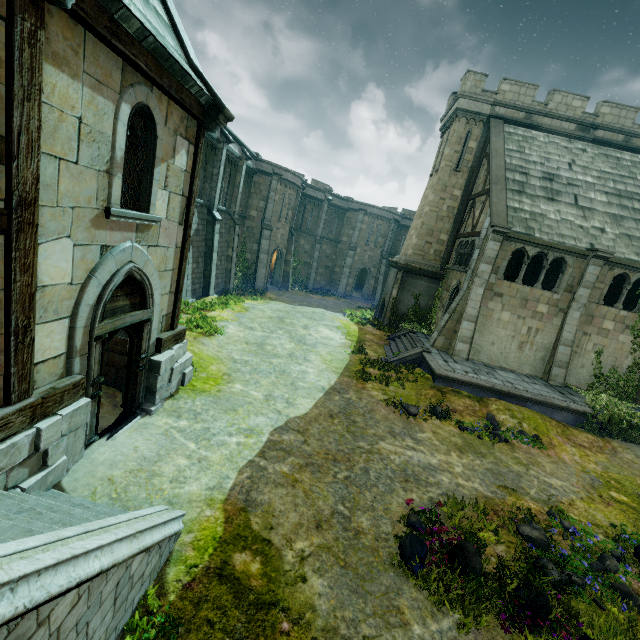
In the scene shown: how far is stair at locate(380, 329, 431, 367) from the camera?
16.3m

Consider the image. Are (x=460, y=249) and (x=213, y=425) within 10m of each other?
no

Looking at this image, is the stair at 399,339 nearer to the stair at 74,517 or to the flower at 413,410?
the flower at 413,410

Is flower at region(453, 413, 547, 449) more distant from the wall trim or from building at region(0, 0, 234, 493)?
building at region(0, 0, 234, 493)

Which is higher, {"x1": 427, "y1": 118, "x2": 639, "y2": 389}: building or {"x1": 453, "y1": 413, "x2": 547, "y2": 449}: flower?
{"x1": 427, "y1": 118, "x2": 639, "y2": 389}: building

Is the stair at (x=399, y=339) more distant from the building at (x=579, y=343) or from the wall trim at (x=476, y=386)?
the building at (x=579, y=343)

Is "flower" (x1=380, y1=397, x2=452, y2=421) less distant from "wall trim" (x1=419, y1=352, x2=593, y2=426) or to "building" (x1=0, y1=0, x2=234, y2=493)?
"wall trim" (x1=419, y1=352, x2=593, y2=426)

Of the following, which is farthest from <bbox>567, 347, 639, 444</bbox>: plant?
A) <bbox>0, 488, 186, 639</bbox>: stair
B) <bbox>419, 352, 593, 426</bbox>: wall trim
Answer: <bbox>0, 488, 186, 639</bbox>: stair
